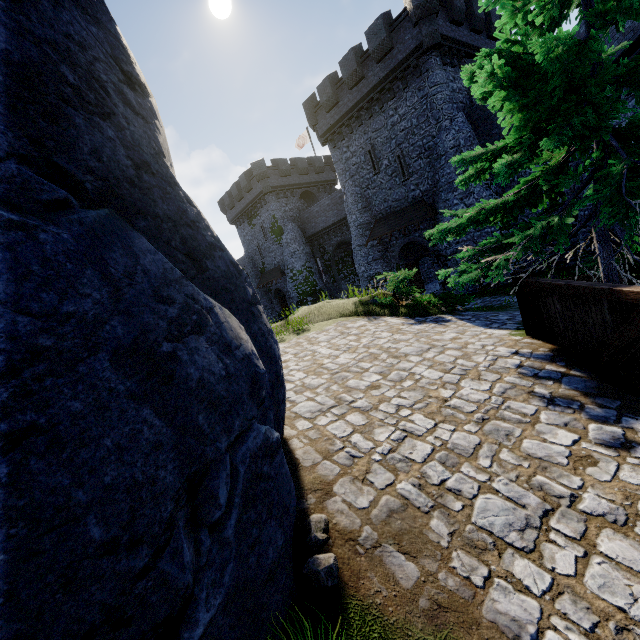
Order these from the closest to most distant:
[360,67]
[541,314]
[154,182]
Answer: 1. [154,182]
2. [541,314]
3. [360,67]

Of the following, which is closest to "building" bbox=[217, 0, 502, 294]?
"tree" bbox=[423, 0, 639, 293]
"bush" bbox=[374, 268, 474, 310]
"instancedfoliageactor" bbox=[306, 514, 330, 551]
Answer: "bush" bbox=[374, 268, 474, 310]

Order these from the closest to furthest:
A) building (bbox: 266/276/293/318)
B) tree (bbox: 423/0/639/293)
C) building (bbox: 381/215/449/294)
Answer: tree (bbox: 423/0/639/293)
building (bbox: 381/215/449/294)
building (bbox: 266/276/293/318)

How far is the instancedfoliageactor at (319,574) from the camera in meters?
2.6 m

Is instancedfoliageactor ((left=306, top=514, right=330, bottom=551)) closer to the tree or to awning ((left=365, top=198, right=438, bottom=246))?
the tree

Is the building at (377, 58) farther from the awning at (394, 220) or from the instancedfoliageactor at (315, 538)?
the instancedfoliageactor at (315, 538)

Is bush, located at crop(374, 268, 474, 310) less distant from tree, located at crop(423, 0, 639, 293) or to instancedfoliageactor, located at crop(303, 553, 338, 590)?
tree, located at crop(423, 0, 639, 293)

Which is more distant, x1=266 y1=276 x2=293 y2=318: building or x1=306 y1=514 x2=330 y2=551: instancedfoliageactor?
x1=266 y1=276 x2=293 y2=318: building
